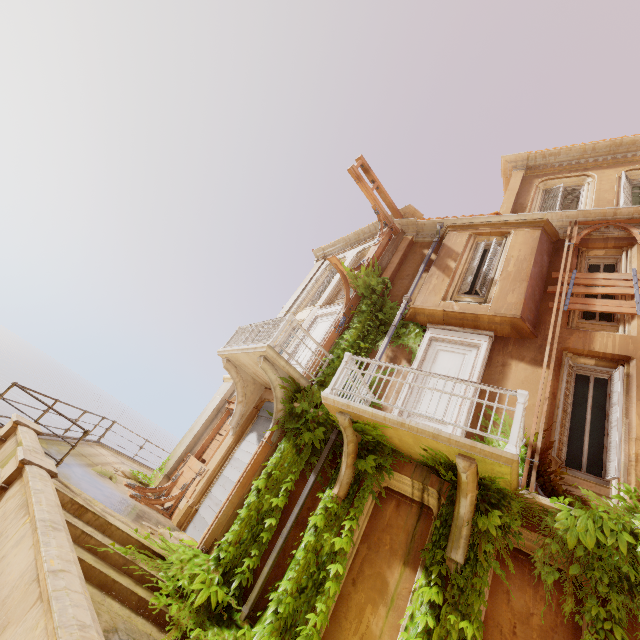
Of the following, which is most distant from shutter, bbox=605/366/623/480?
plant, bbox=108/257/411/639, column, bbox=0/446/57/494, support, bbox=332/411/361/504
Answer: column, bbox=0/446/57/494

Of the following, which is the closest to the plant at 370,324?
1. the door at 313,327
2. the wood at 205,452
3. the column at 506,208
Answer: the door at 313,327

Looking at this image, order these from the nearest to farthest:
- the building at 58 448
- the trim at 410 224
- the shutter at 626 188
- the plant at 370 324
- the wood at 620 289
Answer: the plant at 370 324, the wood at 620 289, the building at 58 448, the shutter at 626 188, the trim at 410 224

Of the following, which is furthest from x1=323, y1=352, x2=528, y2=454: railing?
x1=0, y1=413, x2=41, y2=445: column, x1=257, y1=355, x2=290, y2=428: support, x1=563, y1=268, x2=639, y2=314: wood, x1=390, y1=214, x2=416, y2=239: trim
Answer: x1=390, y1=214, x2=416, y2=239: trim

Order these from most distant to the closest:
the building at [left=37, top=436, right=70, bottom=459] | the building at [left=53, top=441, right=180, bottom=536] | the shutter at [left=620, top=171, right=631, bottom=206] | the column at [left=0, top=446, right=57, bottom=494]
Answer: the shutter at [left=620, top=171, right=631, bottom=206]
the building at [left=37, top=436, right=70, bottom=459]
the building at [left=53, top=441, right=180, bottom=536]
the column at [left=0, top=446, right=57, bottom=494]

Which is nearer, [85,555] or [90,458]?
[85,555]

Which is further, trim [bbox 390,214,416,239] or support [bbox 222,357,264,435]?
trim [bbox 390,214,416,239]

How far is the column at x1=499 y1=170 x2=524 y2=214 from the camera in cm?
1109
